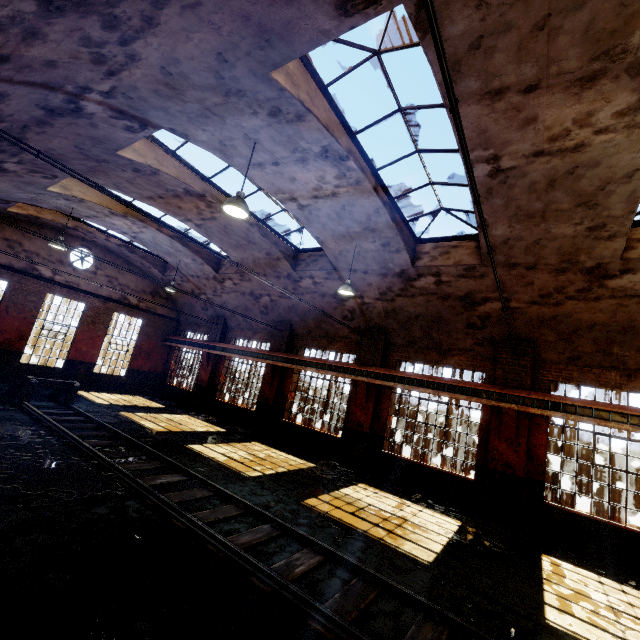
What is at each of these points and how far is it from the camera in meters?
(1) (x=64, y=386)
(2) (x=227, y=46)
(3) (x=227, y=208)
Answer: (1) rail track end, 12.4
(2) building, 4.2
(3) hanging light, 6.4

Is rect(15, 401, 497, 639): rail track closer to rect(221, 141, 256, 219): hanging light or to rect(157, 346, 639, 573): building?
rect(157, 346, 639, 573): building

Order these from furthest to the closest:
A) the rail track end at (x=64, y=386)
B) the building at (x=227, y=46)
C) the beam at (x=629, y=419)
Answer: the rail track end at (x=64, y=386), the beam at (x=629, y=419), the building at (x=227, y=46)

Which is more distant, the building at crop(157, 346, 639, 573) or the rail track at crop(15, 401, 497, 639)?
the building at crop(157, 346, 639, 573)

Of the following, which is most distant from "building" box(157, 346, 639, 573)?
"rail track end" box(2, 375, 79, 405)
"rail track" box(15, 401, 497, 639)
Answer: "rail track end" box(2, 375, 79, 405)

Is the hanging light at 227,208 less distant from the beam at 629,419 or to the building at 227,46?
the building at 227,46

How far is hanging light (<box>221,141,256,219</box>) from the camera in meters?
6.2 m

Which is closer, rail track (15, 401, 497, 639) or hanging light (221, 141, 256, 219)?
rail track (15, 401, 497, 639)
